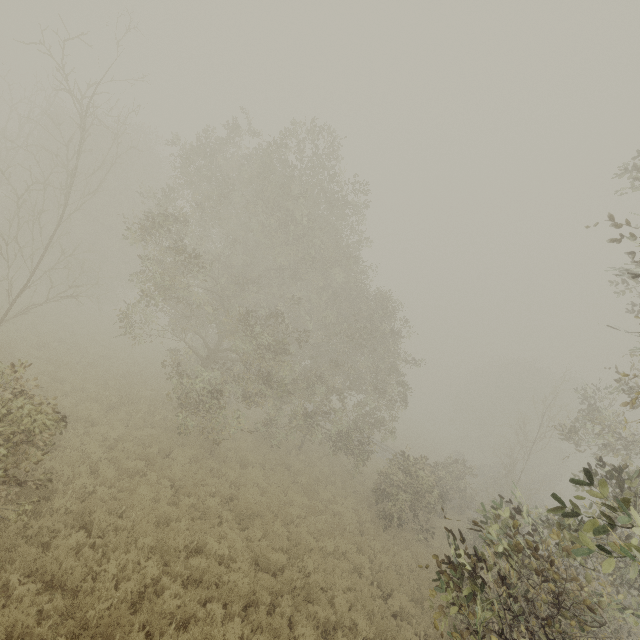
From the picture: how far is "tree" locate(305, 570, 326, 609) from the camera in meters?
9.1 m

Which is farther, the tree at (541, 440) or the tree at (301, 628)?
the tree at (301, 628)

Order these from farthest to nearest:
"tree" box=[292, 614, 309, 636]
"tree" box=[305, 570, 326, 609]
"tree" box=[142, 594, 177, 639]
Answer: "tree" box=[305, 570, 326, 609], "tree" box=[292, 614, 309, 636], "tree" box=[142, 594, 177, 639]

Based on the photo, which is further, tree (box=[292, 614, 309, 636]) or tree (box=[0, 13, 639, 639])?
tree (box=[292, 614, 309, 636])

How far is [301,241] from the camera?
16.6 meters

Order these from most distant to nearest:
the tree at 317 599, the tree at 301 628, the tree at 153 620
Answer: the tree at 317 599 < the tree at 301 628 < the tree at 153 620
